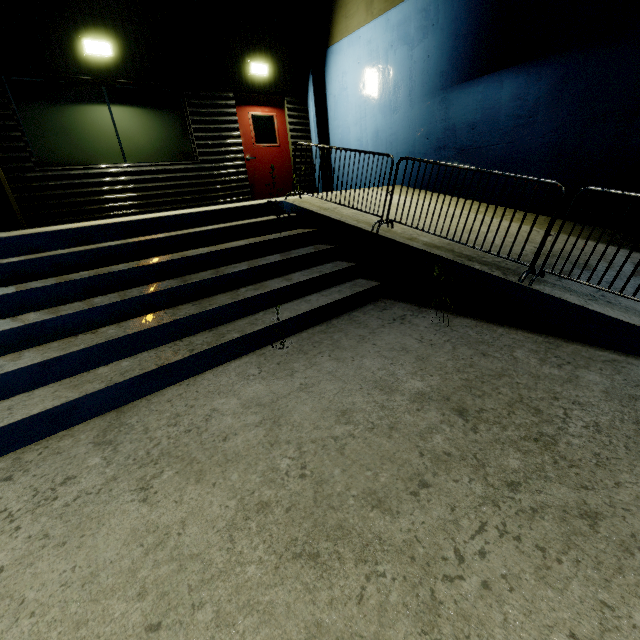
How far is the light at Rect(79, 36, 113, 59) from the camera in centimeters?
582cm

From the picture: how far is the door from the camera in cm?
814

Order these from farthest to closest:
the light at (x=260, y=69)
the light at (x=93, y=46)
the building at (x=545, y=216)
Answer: the light at (x=260, y=69) < the light at (x=93, y=46) < the building at (x=545, y=216)

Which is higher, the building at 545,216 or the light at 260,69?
the light at 260,69

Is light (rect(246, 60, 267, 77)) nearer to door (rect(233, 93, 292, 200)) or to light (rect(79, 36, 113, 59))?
door (rect(233, 93, 292, 200))

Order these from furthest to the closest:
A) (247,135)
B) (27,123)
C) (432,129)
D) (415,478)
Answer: (247,135)
(432,129)
(27,123)
(415,478)

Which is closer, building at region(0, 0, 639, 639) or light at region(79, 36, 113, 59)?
building at region(0, 0, 639, 639)

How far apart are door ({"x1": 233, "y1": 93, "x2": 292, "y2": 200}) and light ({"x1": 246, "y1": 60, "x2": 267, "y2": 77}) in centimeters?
33cm
